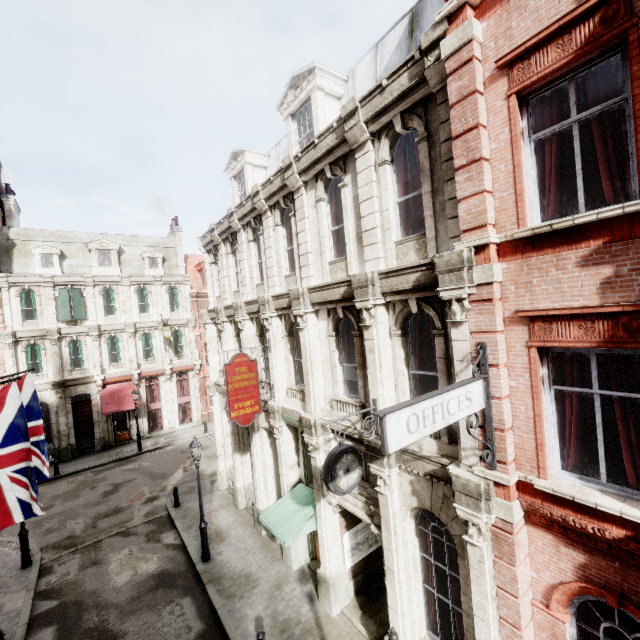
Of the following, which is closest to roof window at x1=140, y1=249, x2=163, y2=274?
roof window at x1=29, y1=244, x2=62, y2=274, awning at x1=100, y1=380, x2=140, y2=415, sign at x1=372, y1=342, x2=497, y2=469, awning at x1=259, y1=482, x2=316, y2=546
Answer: roof window at x1=29, y1=244, x2=62, y2=274

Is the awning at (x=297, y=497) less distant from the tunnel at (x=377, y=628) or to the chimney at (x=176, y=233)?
the tunnel at (x=377, y=628)

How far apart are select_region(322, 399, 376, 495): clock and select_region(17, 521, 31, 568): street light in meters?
14.2 m

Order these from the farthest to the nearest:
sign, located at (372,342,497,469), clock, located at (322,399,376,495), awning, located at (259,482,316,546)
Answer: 1. awning, located at (259,482,316,546)
2. clock, located at (322,399,376,495)
3. sign, located at (372,342,497,469)

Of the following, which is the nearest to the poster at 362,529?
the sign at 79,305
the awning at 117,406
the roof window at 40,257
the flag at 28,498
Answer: the flag at 28,498

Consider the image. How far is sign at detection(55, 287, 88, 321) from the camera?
24.3 meters

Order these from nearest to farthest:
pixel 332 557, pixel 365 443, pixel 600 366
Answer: pixel 600 366, pixel 365 443, pixel 332 557

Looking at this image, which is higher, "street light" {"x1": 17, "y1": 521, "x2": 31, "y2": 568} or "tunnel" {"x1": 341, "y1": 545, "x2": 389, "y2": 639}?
"street light" {"x1": 17, "y1": 521, "x2": 31, "y2": 568}
